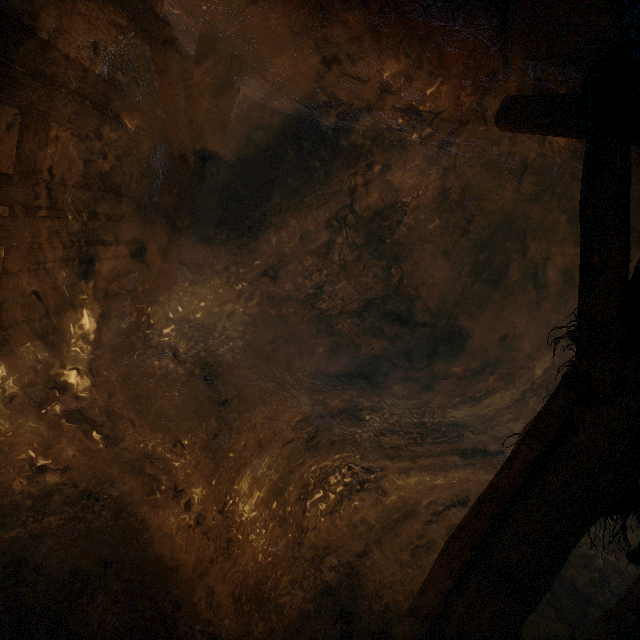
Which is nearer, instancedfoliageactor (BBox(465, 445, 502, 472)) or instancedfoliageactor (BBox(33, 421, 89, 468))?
instancedfoliageactor (BBox(33, 421, 89, 468))

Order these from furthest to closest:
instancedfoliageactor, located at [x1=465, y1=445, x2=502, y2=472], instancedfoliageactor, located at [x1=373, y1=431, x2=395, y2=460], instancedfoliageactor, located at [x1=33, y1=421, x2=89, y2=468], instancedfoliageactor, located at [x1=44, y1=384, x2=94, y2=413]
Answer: instancedfoliageactor, located at [x1=465, y1=445, x2=502, y2=472], instancedfoliageactor, located at [x1=373, y1=431, x2=395, y2=460], instancedfoliageactor, located at [x1=44, y1=384, x2=94, y2=413], instancedfoliageactor, located at [x1=33, y1=421, x2=89, y2=468]

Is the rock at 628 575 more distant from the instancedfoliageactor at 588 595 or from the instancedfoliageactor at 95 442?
the instancedfoliageactor at 95 442

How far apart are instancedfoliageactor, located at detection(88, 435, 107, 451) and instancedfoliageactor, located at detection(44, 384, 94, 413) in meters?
0.1

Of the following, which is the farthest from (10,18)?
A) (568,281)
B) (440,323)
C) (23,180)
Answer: (568,281)

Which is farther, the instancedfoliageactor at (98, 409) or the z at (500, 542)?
the instancedfoliageactor at (98, 409)

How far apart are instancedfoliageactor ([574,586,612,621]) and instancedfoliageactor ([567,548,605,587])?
0.4m

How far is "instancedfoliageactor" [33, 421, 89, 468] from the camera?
2.96m
